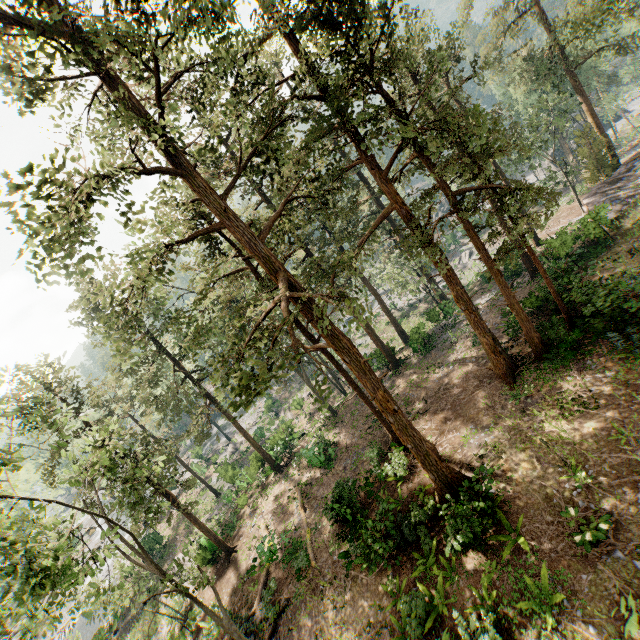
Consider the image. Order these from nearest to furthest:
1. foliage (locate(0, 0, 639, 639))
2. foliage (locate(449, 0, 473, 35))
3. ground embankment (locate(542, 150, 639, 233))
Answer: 1. foliage (locate(0, 0, 639, 639))
2. ground embankment (locate(542, 150, 639, 233))
3. foliage (locate(449, 0, 473, 35))

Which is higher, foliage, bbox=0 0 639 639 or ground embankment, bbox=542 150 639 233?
foliage, bbox=0 0 639 639

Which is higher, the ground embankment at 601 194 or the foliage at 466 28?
the foliage at 466 28

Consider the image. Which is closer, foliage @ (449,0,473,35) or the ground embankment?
the ground embankment

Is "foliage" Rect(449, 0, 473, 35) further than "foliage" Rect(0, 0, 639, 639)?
Yes

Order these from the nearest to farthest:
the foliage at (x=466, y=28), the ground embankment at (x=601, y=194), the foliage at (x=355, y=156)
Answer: the foliage at (x=355, y=156), the ground embankment at (x=601, y=194), the foliage at (x=466, y=28)

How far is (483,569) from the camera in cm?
1236
